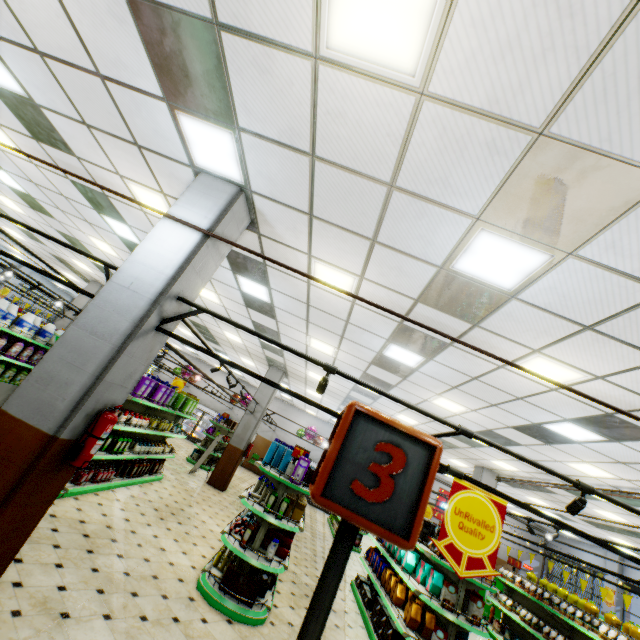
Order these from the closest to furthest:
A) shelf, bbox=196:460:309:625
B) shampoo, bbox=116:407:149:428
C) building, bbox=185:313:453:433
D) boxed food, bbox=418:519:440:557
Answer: shelf, bbox=196:460:309:625
boxed food, bbox=418:519:440:557
shampoo, bbox=116:407:149:428
building, bbox=185:313:453:433

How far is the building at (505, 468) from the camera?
10.0 meters

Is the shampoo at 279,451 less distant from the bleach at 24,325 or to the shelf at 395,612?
the shelf at 395,612

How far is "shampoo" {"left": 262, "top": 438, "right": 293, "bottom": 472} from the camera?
6.2 meters

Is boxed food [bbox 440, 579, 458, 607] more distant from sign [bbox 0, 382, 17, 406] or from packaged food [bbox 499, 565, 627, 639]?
sign [bbox 0, 382, 17, 406]

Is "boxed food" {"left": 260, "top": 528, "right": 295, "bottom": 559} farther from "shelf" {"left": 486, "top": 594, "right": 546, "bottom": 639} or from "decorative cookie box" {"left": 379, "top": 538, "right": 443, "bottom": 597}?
"shelf" {"left": 486, "top": 594, "right": 546, "bottom": 639}

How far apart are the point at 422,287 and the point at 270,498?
4.29m

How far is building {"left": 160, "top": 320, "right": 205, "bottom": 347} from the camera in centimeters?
398cm
